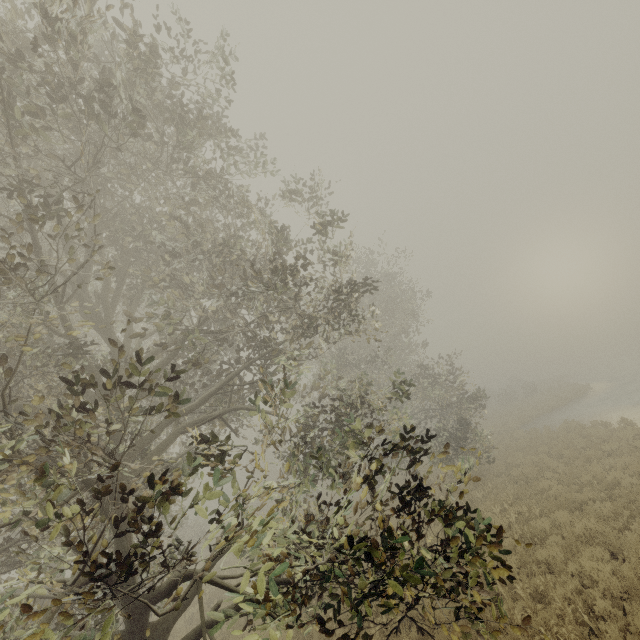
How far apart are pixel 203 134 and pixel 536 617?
11.9 meters
